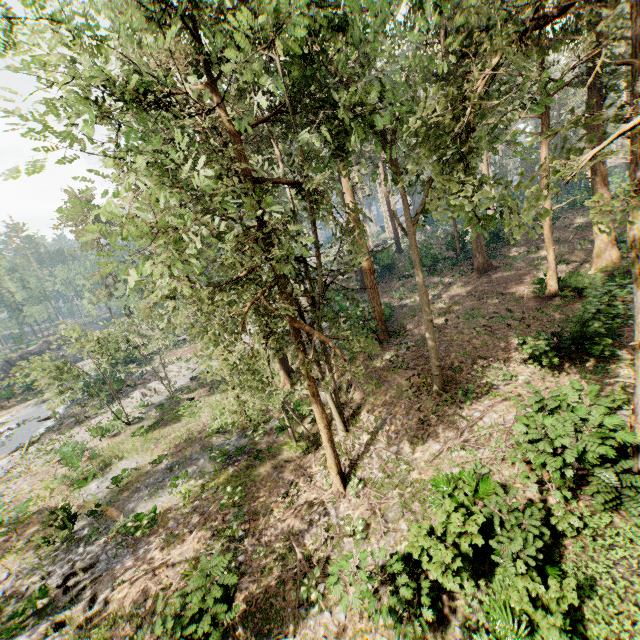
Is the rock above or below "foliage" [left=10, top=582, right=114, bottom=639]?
above

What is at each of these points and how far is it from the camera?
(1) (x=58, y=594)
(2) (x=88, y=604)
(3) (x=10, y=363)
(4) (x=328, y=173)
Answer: (1) foliage, 12.72m
(2) foliage, 11.73m
(3) rock, 53.53m
(4) foliage, 8.15m

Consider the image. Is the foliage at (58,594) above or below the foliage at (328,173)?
below

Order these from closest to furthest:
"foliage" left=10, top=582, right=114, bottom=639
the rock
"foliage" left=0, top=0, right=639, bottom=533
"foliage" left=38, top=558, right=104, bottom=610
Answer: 1. "foliage" left=0, top=0, right=639, bottom=533
2. "foliage" left=10, top=582, right=114, bottom=639
3. "foliage" left=38, top=558, right=104, bottom=610
4. the rock

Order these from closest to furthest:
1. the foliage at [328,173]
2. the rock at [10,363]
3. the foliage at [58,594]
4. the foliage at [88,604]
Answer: the foliage at [328,173] → the foliage at [88,604] → the foliage at [58,594] → the rock at [10,363]

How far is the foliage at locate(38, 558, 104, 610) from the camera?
12.4 meters

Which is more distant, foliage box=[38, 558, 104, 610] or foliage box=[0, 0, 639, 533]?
foliage box=[38, 558, 104, 610]
